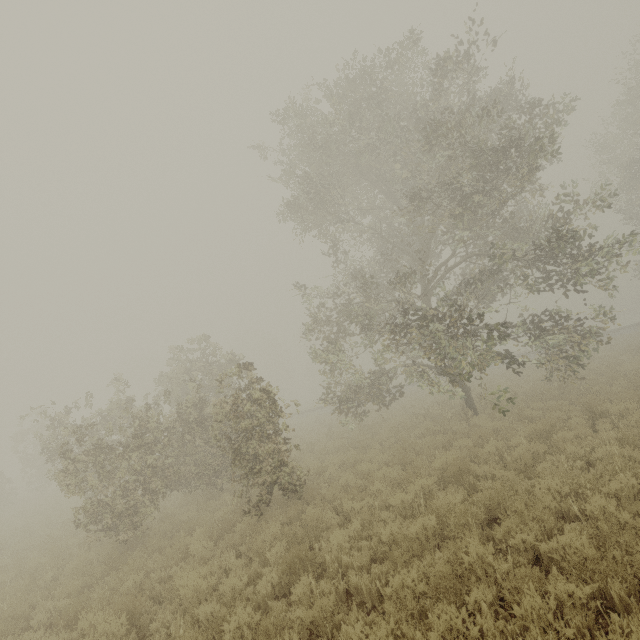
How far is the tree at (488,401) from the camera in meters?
9.1 m

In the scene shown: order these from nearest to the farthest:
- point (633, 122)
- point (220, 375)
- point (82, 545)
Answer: point (220, 375), point (82, 545), point (633, 122)

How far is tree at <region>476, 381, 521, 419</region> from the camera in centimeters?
911cm

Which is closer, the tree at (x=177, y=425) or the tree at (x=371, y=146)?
the tree at (x=177, y=425)

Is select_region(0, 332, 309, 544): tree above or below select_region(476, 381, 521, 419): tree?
above

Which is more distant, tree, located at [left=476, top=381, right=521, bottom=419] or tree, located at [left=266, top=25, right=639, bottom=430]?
tree, located at [left=266, top=25, right=639, bottom=430]
